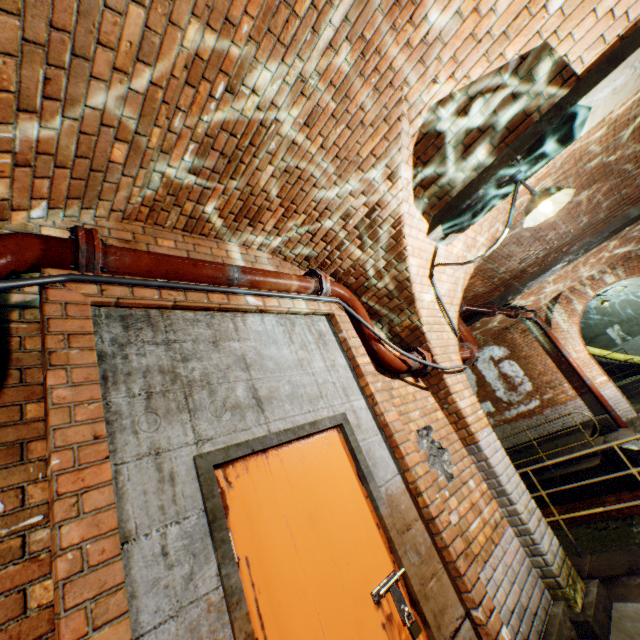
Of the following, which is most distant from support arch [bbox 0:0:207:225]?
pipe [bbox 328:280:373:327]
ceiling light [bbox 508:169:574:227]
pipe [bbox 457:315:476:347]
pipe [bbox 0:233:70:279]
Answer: pipe [bbox 457:315:476:347]

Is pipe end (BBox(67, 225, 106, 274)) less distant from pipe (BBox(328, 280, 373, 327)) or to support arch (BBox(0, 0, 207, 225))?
support arch (BBox(0, 0, 207, 225))

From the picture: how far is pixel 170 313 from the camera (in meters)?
2.15

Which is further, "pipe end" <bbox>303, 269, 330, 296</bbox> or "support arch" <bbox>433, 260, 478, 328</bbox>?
"support arch" <bbox>433, 260, 478, 328</bbox>

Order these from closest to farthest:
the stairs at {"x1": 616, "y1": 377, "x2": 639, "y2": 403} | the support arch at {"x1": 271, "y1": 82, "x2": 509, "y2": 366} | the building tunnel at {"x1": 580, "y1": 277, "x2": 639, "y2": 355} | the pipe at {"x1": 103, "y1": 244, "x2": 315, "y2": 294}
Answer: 1. the pipe at {"x1": 103, "y1": 244, "x2": 315, "y2": 294}
2. the support arch at {"x1": 271, "y1": 82, "x2": 509, "y2": 366}
3. the stairs at {"x1": 616, "y1": 377, "x2": 639, "y2": 403}
4. the building tunnel at {"x1": 580, "y1": 277, "x2": 639, "y2": 355}

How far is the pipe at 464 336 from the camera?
5.3 meters

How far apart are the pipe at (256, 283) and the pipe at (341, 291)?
0.1m

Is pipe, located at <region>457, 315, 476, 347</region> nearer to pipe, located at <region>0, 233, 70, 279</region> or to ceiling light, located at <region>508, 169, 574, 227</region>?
ceiling light, located at <region>508, 169, 574, 227</region>
